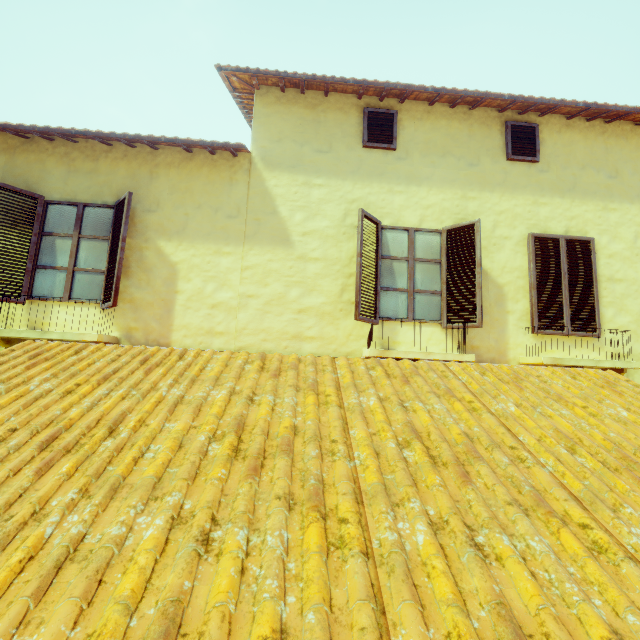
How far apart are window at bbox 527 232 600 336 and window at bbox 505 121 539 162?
1.29m

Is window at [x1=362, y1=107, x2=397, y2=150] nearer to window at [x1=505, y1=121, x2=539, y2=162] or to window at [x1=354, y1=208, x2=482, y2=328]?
window at [x1=354, y1=208, x2=482, y2=328]

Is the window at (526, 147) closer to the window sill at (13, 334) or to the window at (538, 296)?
the window at (538, 296)

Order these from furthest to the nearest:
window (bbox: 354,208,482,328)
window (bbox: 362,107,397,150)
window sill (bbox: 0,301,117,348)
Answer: window (bbox: 362,107,397,150), window (bbox: 354,208,482,328), window sill (bbox: 0,301,117,348)

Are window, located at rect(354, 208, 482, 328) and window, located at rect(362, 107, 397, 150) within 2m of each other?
yes

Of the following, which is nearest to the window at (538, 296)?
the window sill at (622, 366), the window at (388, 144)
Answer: the window sill at (622, 366)

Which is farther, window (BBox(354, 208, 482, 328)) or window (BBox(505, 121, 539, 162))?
window (BBox(505, 121, 539, 162))

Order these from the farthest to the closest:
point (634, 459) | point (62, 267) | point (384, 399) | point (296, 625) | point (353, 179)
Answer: point (353, 179) → point (62, 267) → point (384, 399) → point (634, 459) → point (296, 625)
